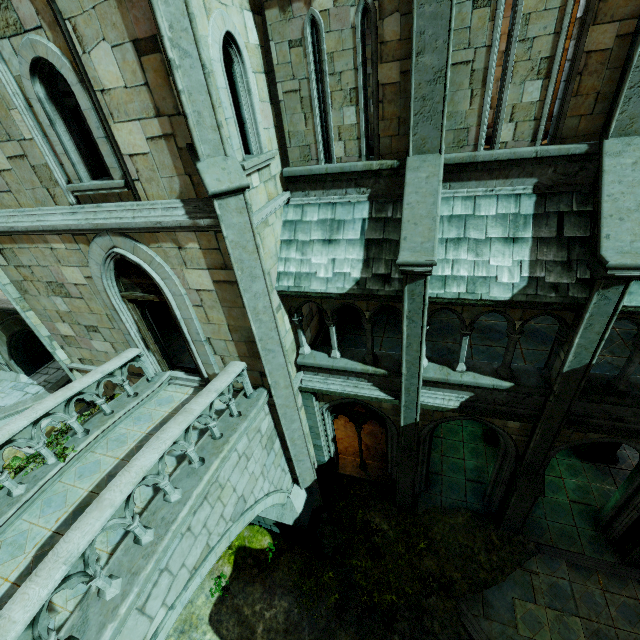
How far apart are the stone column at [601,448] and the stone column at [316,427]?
9.0m

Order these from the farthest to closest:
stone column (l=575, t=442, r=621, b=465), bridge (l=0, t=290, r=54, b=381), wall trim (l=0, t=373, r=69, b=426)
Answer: wall trim (l=0, t=373, r=69, b=426)
bridge (l=0, t=290, r=54, b=381)
stone column (l=575, t=442, r=621, b=465)

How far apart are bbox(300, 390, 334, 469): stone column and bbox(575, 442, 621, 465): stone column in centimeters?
904cm

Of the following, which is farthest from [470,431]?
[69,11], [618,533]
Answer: [69,11]

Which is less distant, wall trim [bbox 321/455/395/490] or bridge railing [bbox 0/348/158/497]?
bridge railing [bbox 0/348/158/497]

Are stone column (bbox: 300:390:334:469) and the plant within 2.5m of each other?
yes

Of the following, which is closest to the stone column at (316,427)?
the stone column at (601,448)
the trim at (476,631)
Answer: the trim at (476,631)

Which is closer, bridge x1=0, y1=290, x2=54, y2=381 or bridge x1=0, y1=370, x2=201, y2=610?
bridge x1=0, y1=370, x2=201, y2=610
